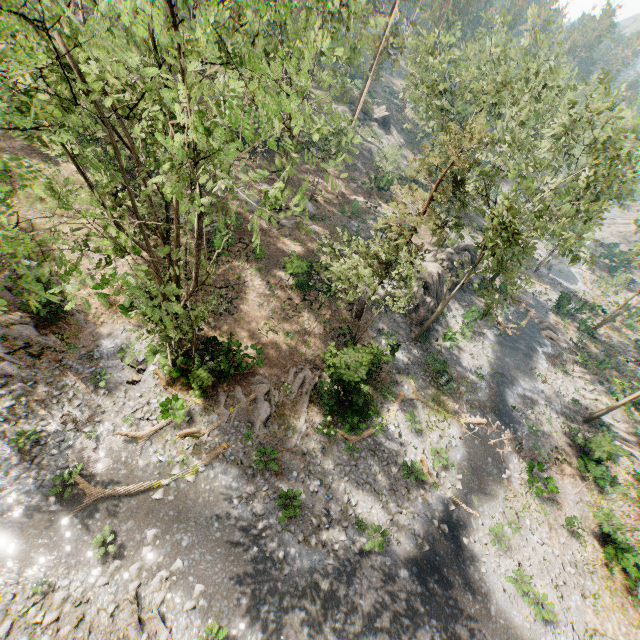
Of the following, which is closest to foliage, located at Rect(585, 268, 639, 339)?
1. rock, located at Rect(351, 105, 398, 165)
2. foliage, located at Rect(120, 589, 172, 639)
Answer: rock, located at Rect(351, 105, 398, 165)

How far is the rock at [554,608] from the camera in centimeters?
1669cm

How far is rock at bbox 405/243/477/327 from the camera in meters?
29.2 m

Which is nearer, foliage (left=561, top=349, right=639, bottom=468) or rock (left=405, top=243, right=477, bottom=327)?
foliage (left=561, top=349, right=639, bottom=468)

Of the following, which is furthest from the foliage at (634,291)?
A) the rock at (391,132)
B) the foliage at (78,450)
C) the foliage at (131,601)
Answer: the foliage at (131,601)

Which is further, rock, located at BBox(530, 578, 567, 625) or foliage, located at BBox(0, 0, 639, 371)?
rock, located at BBox(530, 578, 567, 625)

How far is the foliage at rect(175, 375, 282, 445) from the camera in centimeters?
1694cm

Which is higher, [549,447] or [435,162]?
[435,162]
